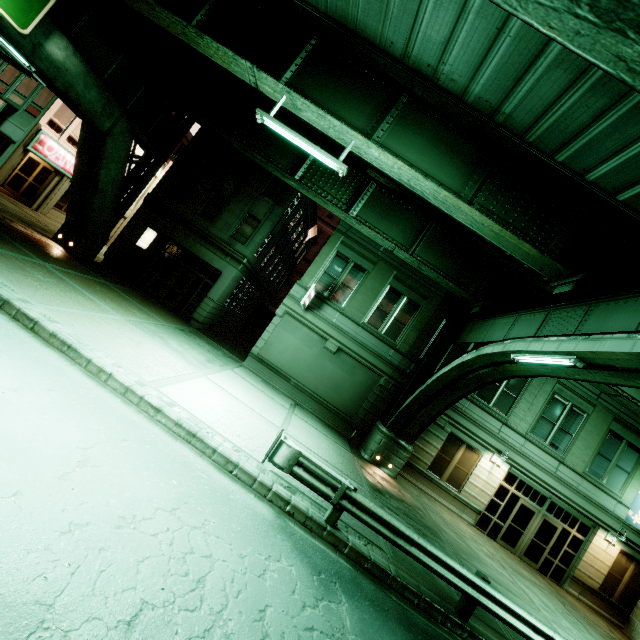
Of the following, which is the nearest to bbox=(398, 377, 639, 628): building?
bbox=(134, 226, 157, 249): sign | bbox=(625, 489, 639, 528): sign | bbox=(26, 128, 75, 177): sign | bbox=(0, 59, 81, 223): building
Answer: bbox=(625, 489, 639, 528): sign

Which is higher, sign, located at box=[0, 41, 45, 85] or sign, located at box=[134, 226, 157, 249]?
sign, located at box=[0, 41, 45, 85]

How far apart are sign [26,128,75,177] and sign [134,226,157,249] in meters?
7.5 m

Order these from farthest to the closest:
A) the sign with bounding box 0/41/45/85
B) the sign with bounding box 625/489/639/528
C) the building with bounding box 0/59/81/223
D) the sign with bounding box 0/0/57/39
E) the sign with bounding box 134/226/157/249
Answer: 1. the sign with bounding box 134/226/157/249
2. the building with bounding box 0/59/81/223
3. the sign with bounding box 625/489/639/528
4. the sign with bounding box 0/0/57/39
5. the sign with bounding box 0/41/45/85

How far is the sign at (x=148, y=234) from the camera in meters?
19.5

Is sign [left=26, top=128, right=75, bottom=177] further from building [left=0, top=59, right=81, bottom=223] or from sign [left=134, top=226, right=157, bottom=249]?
sign [left=134, top=226, right=157, bottom=249]

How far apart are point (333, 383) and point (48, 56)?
17.0m

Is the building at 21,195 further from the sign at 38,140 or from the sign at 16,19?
the sign at 16,19
